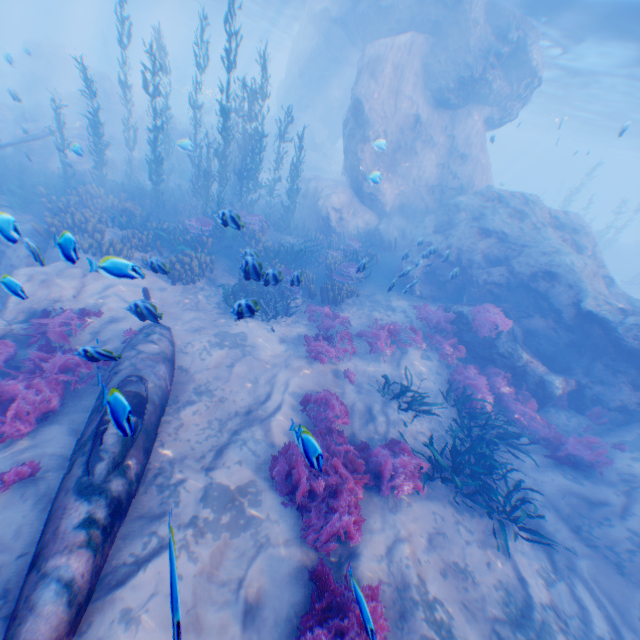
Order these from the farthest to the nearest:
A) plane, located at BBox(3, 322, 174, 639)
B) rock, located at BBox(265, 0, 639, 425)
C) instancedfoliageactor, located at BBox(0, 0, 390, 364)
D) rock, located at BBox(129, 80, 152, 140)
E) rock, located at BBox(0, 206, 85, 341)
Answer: rock, located at BBox(129, 80, 152, 140) → instancedfoliageactor, located at BBox(0, 0, 390, 364) → rock, located at BBox(265, 0, 639, 425) → rock, located at BBox(0, 206, 85, 341) → plane, located at BBox(3, 322, 174, 639)

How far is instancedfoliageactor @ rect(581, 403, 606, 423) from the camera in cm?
965

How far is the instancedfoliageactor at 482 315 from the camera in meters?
10.9 m

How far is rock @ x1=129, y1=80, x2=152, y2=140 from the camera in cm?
2492

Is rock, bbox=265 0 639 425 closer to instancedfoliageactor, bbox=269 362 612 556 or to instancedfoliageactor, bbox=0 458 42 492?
instancedfoliageactor, bbox=269 362 612 556

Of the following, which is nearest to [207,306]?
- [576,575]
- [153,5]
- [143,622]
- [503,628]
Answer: [143,622]

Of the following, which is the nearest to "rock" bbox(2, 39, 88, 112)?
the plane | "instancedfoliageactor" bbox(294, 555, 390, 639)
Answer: the plane

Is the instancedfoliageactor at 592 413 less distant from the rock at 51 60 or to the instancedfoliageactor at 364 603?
the rock at 51 60
